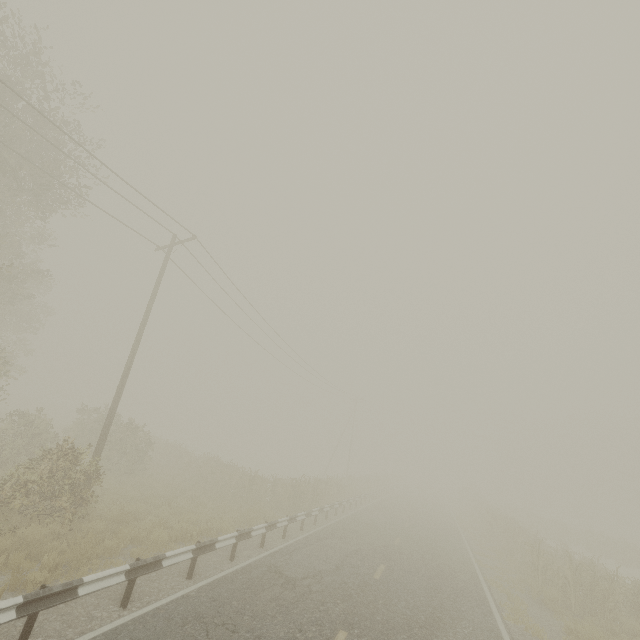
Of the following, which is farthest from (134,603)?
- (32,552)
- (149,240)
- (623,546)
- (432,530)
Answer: (623,546)
